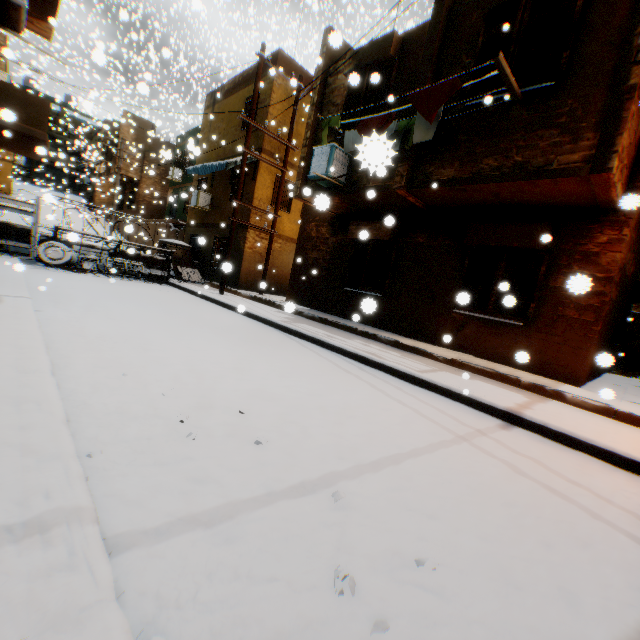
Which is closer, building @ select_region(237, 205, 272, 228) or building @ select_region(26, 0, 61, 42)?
building @ select_region(26, 0, 61, 42)

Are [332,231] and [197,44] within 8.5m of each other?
no

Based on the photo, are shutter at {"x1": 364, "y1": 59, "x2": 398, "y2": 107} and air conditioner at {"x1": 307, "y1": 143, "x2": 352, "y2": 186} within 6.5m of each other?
yes

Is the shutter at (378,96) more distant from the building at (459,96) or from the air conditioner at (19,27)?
the air conditioner at (19,27)

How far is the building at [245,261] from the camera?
14.0 meters

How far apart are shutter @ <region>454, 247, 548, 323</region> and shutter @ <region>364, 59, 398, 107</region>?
3.79m

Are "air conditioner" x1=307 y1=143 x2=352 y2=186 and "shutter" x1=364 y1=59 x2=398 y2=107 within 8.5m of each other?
yes

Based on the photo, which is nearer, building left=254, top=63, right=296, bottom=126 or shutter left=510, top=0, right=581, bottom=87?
shutter left=510, top=0, right=581, bottom=87
